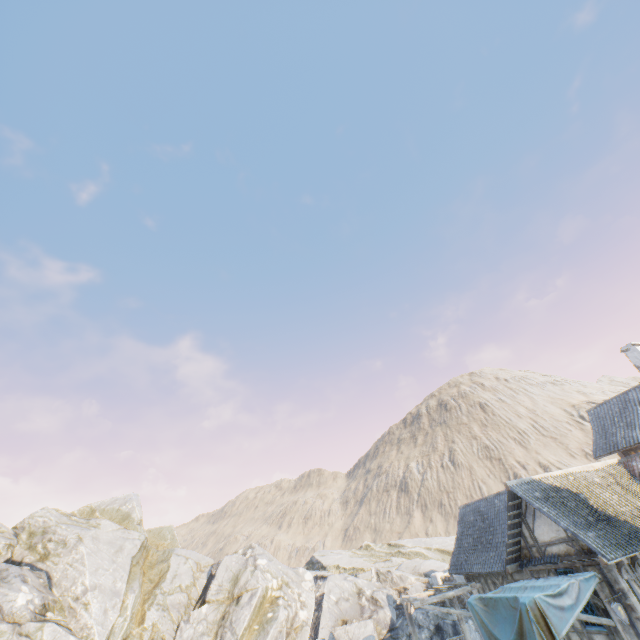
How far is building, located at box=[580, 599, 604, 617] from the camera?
11.3 meters

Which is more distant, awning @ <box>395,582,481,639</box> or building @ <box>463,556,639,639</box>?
awning @ <box>395,582,481,639</box>

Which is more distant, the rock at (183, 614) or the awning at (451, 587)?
Result: the rock at (183, 614)

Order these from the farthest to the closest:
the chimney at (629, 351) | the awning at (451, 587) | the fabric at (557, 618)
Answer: the chimney at (629, 351) → the awning at (451, 587) → the fabric at (557, 618)

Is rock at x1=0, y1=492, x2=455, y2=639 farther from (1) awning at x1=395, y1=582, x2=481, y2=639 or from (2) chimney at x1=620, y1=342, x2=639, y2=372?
(2) chimney at x1=620, y1=342, x2=639, y2=372

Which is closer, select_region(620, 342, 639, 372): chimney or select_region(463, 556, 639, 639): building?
select_region(463, 556, 639, 639): building

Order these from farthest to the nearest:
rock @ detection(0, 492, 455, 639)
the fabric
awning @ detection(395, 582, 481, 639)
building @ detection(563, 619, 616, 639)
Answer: rock @ detection(0, 492, 455, 639) < awning @ detection(395, 582, 481, 639) < building @ detection(563, 619, 616, 639) < the fabric

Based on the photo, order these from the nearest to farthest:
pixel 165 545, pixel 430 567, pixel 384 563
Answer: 1. pixel 430 567
2. pixel 165 545
3. pixel 384 563
